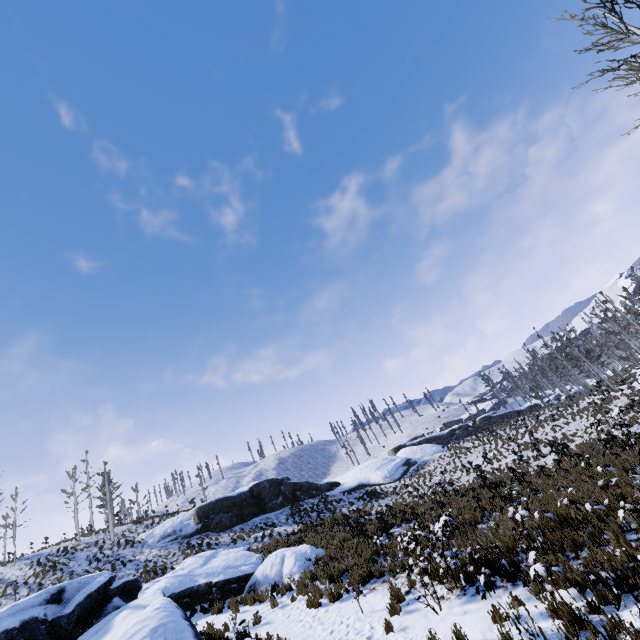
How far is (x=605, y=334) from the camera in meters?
54.7 m

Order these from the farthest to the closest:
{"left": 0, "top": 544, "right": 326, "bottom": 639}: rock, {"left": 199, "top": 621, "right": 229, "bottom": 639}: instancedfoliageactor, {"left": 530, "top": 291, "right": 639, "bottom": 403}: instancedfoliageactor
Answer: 1. {"left": 530, "top": 291, "right": 639, "bottom": 403}: instancedfoliageactor
2. {"left": 199, "top": 621, "right": 229, "bottom": 639}: instancedfoliageactor
3. {"left": 0, "top": 544, "right": 326, "bottom": 639}: rock

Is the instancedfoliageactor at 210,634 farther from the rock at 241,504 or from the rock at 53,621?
the rock at 241,504

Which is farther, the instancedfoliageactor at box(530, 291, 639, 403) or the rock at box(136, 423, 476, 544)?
→ the instancedfoliageactor at box(530, 291, 639, 403)

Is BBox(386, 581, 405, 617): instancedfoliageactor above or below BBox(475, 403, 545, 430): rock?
below

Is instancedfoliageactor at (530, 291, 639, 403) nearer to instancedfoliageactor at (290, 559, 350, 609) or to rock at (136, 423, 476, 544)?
rock at (136, 423, 476, 544)

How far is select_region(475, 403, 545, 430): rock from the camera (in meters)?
46.38

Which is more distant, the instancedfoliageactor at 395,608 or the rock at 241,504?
the rock at 241,504
